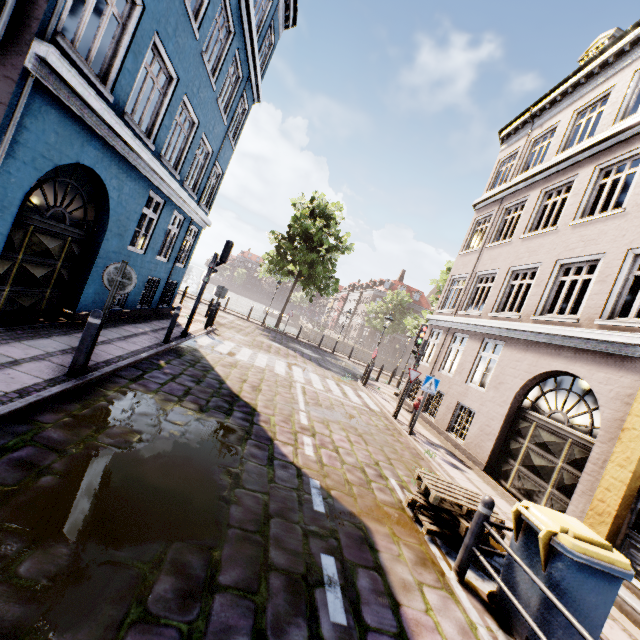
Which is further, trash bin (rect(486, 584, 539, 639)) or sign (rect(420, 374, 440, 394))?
sign (rect(420, 374, 440, 394))

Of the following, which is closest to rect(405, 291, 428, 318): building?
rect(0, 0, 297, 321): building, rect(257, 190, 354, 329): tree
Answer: rect(257, 190, 354, 329): tree

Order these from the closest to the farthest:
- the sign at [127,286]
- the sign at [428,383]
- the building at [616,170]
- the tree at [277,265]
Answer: the sign at [127,286] → the building at [616,170] → the sign at [428,383] → the tree at [277,265]

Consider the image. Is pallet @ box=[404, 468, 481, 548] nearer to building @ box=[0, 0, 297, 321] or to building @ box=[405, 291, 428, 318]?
building @ box=[0, 0, 297, 321]

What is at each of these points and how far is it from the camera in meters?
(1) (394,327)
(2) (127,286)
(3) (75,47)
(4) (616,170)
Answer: (1) tree, 47.7 m
(2) sign, 5.3 m
(3) building, 5.2 m
(4) building, 8.9 m

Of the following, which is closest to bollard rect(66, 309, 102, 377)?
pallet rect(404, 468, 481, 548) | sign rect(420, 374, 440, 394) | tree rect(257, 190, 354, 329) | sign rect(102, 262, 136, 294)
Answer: sign rect(102, 262, 136, 294)

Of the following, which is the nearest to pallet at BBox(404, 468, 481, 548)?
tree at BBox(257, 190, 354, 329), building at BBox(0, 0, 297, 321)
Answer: building at BBox(0, 0, 297, 321)

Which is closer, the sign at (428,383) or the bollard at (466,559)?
the bollard at (466,559)
